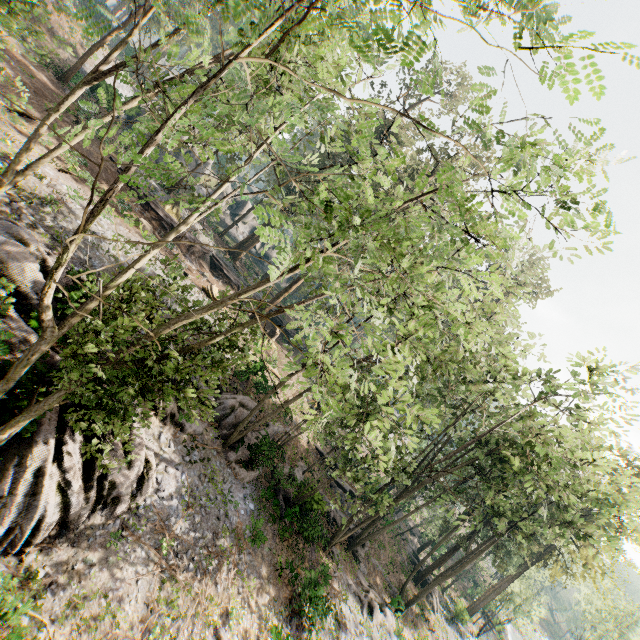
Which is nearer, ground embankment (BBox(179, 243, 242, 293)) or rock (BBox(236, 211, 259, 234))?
ground embankment (BBox(179, 243, 242, 293))

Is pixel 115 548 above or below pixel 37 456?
below

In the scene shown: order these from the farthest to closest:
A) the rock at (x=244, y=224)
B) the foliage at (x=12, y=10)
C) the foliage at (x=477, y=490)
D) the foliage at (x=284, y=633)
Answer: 1. the rock at (x=244, y=224)
2. the foliage at (x=284, y=633)
3. the foliage at (x=12, y=10)
4. the foliage at (x=477, y=490)

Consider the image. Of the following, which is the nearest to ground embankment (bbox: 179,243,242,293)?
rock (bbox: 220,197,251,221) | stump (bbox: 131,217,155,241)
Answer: stump (bbox: 131,217,155,241)

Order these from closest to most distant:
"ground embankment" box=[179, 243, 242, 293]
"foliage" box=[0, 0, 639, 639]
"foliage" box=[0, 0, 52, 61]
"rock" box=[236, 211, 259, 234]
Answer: "foliage" box=[0, 0, 639, 639] < "foliage" box=[0, 0, 52, 61] < "ground embankment" box=[179, 243, 242, 293] < "rock" box=[236, 211, 259, 234]

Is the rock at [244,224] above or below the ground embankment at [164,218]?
above

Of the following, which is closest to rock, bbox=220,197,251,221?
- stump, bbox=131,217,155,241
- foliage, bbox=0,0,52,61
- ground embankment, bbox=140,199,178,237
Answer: foliage, bbox=0,0,52,61

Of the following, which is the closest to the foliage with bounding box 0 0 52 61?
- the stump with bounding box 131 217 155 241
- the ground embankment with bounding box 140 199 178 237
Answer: the ground embankment with bounding box 140 199 178 237
